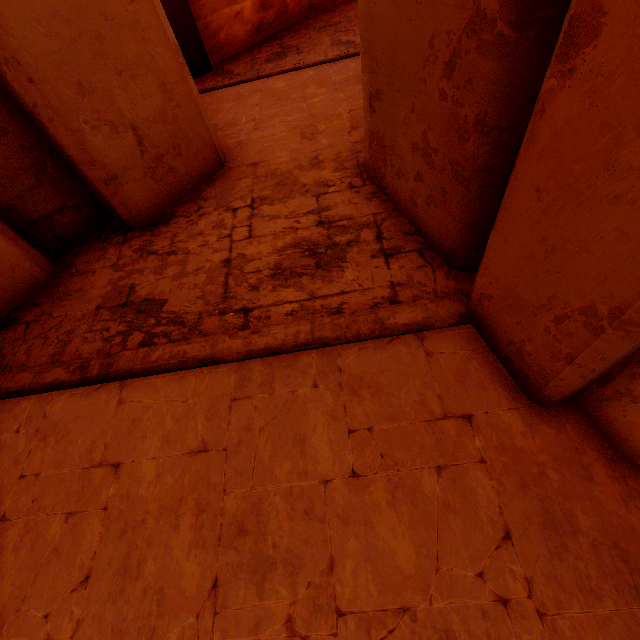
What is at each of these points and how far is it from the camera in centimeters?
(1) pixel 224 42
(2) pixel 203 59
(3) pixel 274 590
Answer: (1) rock, 809cm
(2) column, 769cm
(3) building, 208cm

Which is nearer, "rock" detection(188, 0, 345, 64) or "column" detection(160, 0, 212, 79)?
"column" detection(160, 0, 212, 79)

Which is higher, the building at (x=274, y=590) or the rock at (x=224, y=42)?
the rock at (x=224, y=42)

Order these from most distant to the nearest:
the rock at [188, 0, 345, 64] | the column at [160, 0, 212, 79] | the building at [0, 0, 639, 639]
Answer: the rock at [188, 0, 345, 64], the column at [160, 0, 212, 79], the building at [0, 0, 639, 639]

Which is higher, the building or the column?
the column

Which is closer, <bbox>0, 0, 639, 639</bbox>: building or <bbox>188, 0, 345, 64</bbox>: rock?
<bbox>0, 0, 639, 639</bbox>: building

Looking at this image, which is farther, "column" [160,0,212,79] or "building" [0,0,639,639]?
"column" [160,0,212,79]

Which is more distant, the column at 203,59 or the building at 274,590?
the column at 203,59
